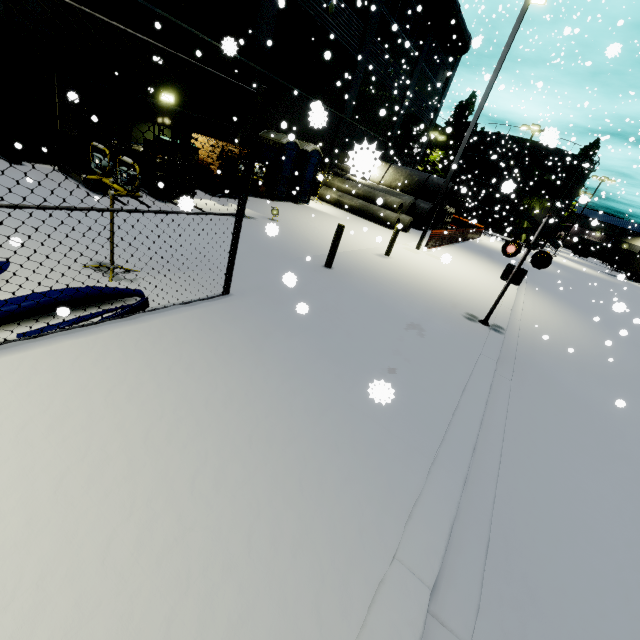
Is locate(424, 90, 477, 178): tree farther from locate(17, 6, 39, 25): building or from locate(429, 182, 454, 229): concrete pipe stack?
locate(429, 182, 454, 229): concrete pipe stack

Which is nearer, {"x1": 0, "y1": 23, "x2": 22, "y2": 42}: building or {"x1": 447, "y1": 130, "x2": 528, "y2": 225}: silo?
{"x1": 0, "y1": 23, "x2": 22, "y2": 42}: building

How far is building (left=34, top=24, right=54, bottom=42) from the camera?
8.41m

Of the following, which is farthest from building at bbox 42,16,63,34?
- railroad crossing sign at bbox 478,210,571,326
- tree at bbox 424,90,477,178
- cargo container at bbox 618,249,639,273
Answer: railroad crossing sign at bbox 478,210,571,326

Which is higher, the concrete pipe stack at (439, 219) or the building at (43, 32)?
the building at (43, 32)

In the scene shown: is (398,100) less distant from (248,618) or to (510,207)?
(510,207)

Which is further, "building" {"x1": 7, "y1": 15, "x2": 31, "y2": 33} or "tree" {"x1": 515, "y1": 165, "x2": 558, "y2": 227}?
"tree" {"x1": 515, "y1": 165, "x2": 558, "y2": 227}

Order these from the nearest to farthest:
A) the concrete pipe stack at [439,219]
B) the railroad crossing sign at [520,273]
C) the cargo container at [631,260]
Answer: the railroad crossing sign at [520,273] < the concrete pipe stack at [439,219] < the cargo container at [631,260]
